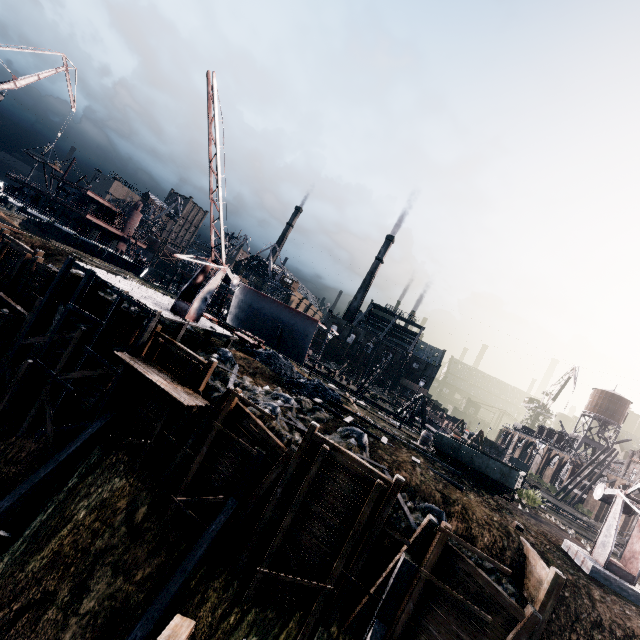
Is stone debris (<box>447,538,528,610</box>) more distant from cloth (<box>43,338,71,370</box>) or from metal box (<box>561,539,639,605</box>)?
metal box (<box>561,539,639,605</box>)

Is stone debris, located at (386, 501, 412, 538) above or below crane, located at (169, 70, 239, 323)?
below

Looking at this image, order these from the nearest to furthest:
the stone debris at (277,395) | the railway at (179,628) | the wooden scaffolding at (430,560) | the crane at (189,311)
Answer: the railway at (179,628) → the wooden scaffolding at (430,560) → the crane at (189,311) → the stone debris at (277,395)

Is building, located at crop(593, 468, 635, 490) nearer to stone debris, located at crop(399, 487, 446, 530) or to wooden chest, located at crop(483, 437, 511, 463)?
wooden chest, located at crop(483, 437, 511, 463)

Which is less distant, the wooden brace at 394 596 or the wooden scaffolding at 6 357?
the wooden brace at 394 596

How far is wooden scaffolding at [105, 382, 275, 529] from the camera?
16.3m

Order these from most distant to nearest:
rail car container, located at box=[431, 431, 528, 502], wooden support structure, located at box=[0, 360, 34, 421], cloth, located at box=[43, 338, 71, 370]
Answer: rail car container, located at box=[431, 431, 528, 502] < cloth, located at box=[43, 338, 71, 370] < wooden support structure, located at box=[0, 360, 34, 421]

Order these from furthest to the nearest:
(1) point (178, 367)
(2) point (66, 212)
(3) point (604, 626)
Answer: (2) point (66, 212), (1) point (178, 367), (3) point (604, 626)
